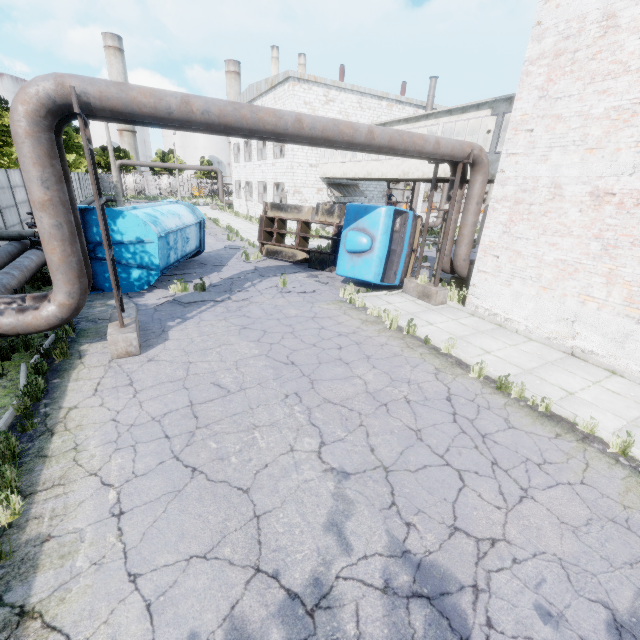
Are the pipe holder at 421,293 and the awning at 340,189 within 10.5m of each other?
no

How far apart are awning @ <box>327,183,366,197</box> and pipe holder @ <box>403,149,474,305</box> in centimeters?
1615cm

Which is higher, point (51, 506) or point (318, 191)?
point (318, 191)

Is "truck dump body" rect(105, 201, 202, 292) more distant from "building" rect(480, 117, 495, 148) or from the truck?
"building" rect(480, 117, 495, 148)

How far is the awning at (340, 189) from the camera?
27.1 meters

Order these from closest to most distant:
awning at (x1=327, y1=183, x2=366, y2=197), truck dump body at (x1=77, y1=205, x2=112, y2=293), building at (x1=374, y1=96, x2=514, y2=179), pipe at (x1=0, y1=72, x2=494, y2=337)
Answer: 1. pipe at (x1=0, y1=72, x2=494, y2=337)
2. truck dump body at (x1=77, y1=205, x2=112, y2=293)
3. building at (x1=374, y1=96, x2=514, y2=179)
4. awning at (x1=327, y1=183, x2=366, y2=197)

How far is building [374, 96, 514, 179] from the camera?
13.3 meters

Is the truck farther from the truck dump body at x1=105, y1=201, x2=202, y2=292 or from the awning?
the awning
